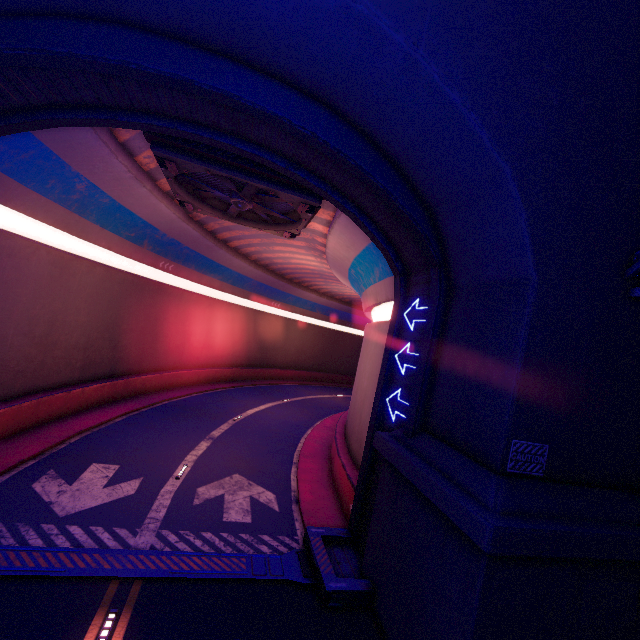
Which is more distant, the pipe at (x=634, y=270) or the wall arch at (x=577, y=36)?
the pipe at (x=634, y=270)

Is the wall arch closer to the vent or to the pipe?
the pipe

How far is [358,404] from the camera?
15.4m

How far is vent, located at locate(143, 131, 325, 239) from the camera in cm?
982

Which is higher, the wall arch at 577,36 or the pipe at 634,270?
the pipe at 634,270

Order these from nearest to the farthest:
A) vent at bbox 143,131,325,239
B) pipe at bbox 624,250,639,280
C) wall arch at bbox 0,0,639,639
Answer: wall arch at bbox 0,0,639,639 → pipe at bbox 624,250,639,280 → vent at bbox 143,131,325,239

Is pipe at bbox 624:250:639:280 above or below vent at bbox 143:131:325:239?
below

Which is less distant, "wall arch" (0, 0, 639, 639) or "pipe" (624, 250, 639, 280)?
"wall arch" (0, 0, 639, 639)
